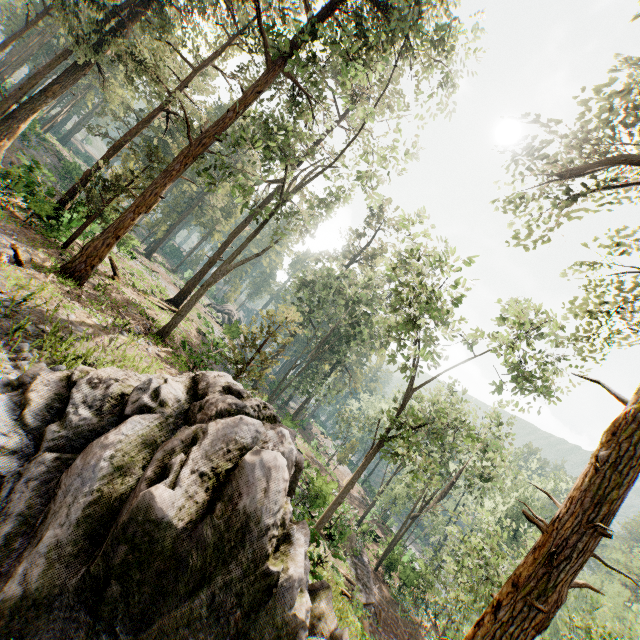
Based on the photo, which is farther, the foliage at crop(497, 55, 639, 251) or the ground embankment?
the ground embankment

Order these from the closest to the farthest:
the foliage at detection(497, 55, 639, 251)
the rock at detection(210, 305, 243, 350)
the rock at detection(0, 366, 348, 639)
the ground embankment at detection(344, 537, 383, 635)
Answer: the rock at detection(0, 366, 348, 639) < the foliage at detection(497, 55, 639, 251) < the ground embankment at detection(344, 537, 383, 635) < the rock at detection(210, 305, 243, 350)

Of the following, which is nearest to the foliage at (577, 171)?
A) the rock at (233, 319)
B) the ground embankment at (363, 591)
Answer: the rock at (233, 319)

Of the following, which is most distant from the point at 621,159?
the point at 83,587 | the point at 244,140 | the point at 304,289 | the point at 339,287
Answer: the point at 339,287

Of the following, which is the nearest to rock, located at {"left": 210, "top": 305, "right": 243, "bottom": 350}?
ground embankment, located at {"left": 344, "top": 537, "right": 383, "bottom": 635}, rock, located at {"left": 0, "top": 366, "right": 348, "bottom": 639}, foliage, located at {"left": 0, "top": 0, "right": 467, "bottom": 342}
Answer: foliage, located at {"left": 0, "top": 0, "right": 467, "bottom": 342}

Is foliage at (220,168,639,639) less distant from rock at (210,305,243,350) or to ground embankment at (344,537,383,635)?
rock at (210,305,243,350)

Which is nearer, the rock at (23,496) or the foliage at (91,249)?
the rock at (23,496)
